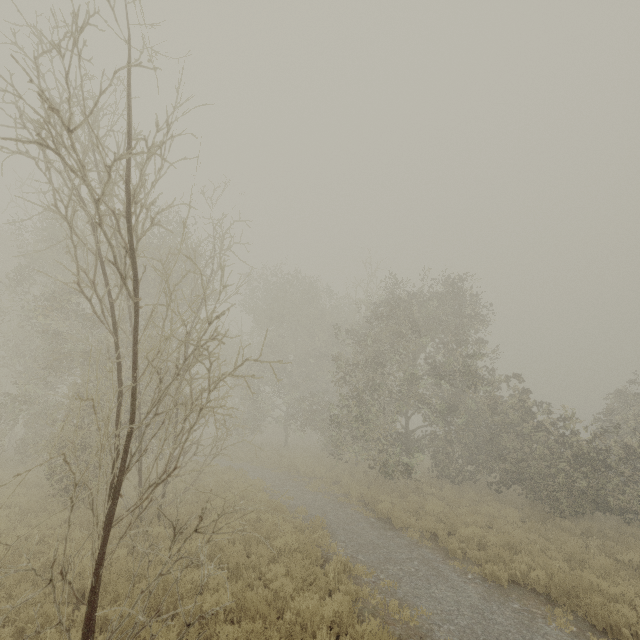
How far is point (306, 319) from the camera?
28.8m
